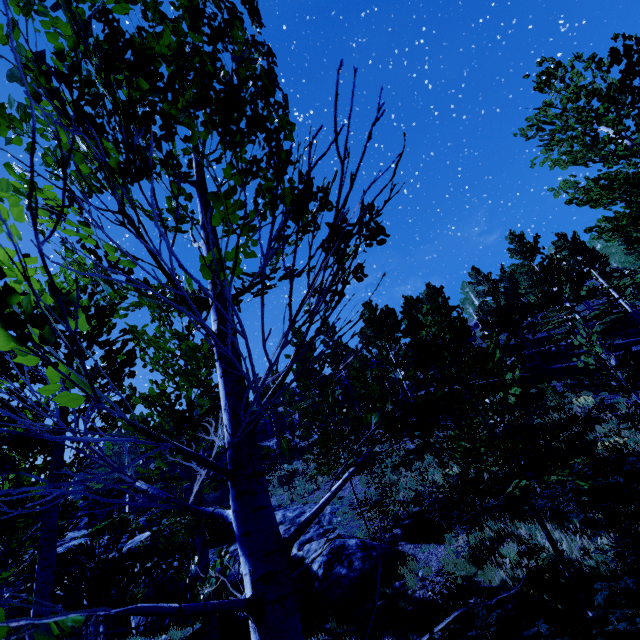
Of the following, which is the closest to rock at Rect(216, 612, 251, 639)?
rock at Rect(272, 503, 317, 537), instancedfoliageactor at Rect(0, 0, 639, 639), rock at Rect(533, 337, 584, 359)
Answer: rock at Rect(272, 503, 317, 537)

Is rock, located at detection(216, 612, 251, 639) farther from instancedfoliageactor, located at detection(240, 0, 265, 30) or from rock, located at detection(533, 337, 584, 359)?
rock, located at detection(533, 337, 584, 359)

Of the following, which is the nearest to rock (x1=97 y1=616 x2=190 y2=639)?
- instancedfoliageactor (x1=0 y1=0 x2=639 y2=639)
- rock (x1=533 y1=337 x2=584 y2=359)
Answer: instancedfoliageactor (x1=0 y1=0 x2=639 y2=639)

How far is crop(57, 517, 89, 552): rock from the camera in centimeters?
2139cm

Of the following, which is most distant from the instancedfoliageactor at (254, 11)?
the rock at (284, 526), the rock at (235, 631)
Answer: the rock at (235, 631)

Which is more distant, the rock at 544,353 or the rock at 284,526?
the rock at 544,353

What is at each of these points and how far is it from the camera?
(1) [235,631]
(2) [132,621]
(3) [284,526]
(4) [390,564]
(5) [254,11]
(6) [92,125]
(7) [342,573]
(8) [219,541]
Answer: (1) rock, 8.3m
(2) rock, 11.8m
(3) rock, 15.3m
(4) rock, 9.0m
(5) instancedfoliageactor, 2.1m
(6) instancedfoliageactor, 1.3m
(7) rock, 8.8m
(8) rock, 14.2m
